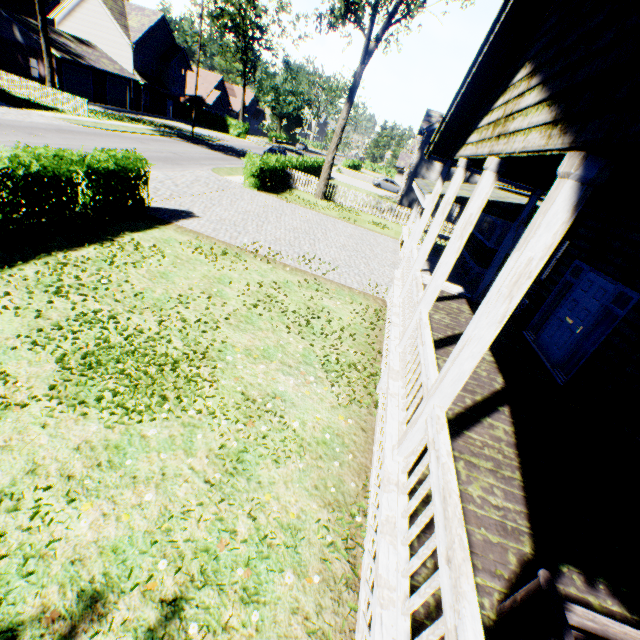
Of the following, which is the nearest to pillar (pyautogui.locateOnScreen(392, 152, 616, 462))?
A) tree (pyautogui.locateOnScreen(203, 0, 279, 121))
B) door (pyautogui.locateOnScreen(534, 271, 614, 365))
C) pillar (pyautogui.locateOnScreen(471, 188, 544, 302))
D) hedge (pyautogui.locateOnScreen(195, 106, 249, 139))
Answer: door (pyautogui.locateOnScreen(534, 271, 614, 365))

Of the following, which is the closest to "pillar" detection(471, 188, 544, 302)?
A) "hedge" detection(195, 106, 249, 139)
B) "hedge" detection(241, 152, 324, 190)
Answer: "hedge" detection(241, 152, 324, 190)

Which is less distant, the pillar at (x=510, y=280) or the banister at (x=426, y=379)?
the pillar at (x=510, y=280)

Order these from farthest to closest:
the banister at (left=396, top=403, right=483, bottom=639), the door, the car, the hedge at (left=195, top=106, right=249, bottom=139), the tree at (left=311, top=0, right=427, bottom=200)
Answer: the hedge at (left=195, top=106, right=249, bottom=139), the car, the tree at (left=311, top=0, right=427, bottom=200), the door, the banister at (left=396, top=403, right=483, bottom=639)

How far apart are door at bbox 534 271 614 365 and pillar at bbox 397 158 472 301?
3.6m

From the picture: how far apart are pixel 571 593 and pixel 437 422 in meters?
2.2

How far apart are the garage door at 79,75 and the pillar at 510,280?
46.6 meters

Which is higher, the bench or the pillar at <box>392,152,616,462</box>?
the pillar at <box>392,152,616,462</box>
